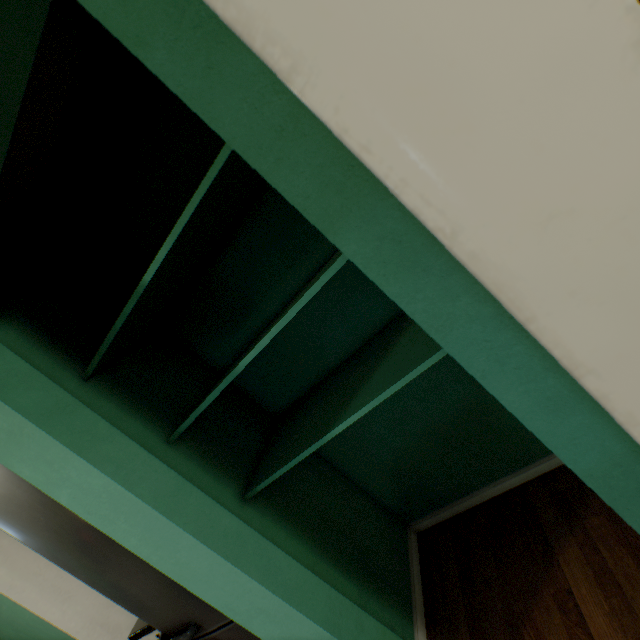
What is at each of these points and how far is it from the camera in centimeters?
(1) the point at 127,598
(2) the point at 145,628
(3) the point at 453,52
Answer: (1) refrigerator, 131cm
(2) cabinet, 155cm
(3) door frame, 31cm

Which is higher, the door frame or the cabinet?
the door frame

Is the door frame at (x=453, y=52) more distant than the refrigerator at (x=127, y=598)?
No

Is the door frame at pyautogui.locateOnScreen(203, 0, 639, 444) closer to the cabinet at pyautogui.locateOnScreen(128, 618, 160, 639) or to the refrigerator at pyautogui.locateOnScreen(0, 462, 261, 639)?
the refrigerator at pyautogui.locateOnScreen(0, 462, 261, 639)

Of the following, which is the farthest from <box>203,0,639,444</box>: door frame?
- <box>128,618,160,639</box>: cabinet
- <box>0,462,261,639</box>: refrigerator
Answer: <box>128,618,160,639</box>: cabinet

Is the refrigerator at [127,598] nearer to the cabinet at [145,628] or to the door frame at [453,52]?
the cabinet at [145,628]

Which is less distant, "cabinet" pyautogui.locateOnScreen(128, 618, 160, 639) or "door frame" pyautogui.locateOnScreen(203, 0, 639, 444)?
"door frame" pyautogui.locateOnScreen(203, 0, 639, 444)
